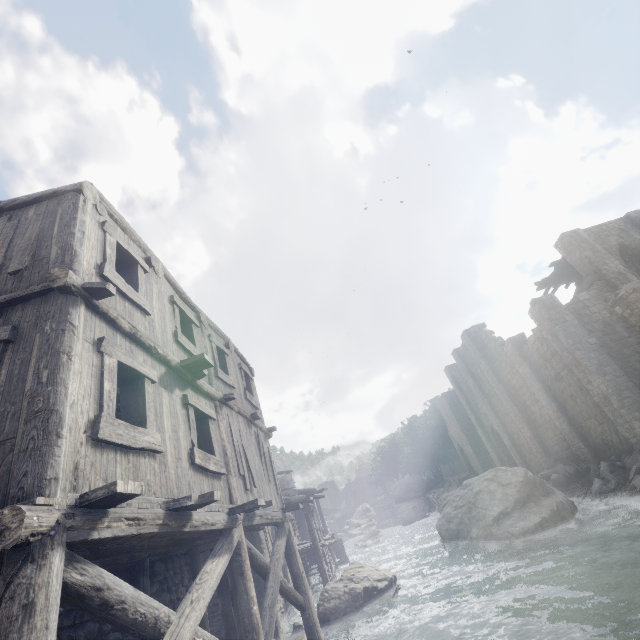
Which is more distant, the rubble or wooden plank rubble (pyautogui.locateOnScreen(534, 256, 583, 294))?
wooden plank rubble (pyautogui.locateOnScreen(534, 256, 583, 294))

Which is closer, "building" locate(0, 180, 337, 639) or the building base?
"building" locate(0, 180, 337, 639)

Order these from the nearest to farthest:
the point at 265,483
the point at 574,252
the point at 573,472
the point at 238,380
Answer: the point at 265,483
the point at 238,380
the point at 573,472
the point at 574,252

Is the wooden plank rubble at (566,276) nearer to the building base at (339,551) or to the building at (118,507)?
the building at (118,507)

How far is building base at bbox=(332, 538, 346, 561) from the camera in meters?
30.0 m

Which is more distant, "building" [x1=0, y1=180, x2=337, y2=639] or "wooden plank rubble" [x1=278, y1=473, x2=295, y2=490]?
"wooden plank rubble" [x1=278, y1=473, x2=295, y2=490]

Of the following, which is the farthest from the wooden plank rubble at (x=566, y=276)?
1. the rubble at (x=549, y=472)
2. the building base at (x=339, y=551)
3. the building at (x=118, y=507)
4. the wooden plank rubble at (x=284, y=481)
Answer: the wooden plank rubble at (x=284, y=481)

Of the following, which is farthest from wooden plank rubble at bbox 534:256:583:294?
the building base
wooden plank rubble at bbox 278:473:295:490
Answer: wooden plank rubble at bbox 278:473:295:490
